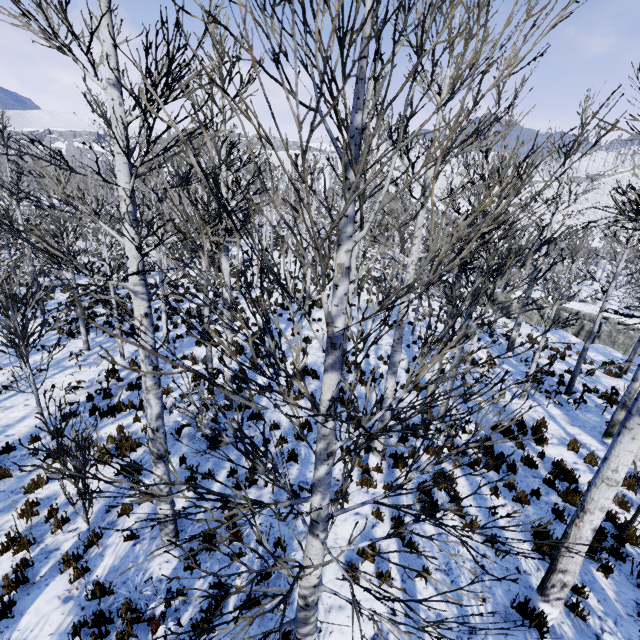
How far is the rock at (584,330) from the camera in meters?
21.2 m

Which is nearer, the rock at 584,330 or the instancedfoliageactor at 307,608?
the instancedfoliageactor at 307,608

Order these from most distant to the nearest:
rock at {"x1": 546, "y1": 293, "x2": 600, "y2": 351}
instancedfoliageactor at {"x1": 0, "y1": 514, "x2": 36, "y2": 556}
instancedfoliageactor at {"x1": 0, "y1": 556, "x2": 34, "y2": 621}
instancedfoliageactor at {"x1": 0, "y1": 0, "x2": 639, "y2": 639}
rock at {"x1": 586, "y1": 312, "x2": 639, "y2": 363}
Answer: rock at {"x1": 546, "y1": 293, "x2": 600, "y2": 351}
rock at {"x1": 586, "y1": 312, "x2": 639, "y2": 363}
instancedfoliageactor at {"x1": 0, "y1": 514, "x2": 36, "y2": 556}
instancedfoliageactor at {"x1": 0, "y1": 556, "x2": 34, "y2": 621}
instancedfoliageactor at {"x1": 0, "y1": 0, "x2": 639, "y2": 639}

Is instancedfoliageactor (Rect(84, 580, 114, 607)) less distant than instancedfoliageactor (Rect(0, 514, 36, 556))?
Yes

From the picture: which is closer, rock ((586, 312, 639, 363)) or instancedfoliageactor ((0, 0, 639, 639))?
instancedfoliageactor ((0, 0, 639, 639))

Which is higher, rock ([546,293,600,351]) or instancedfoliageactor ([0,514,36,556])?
instancedfoliageactor ([0,514,36,556])

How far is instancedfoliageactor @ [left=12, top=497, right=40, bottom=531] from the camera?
5.48m

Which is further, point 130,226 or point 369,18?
point 130,226
